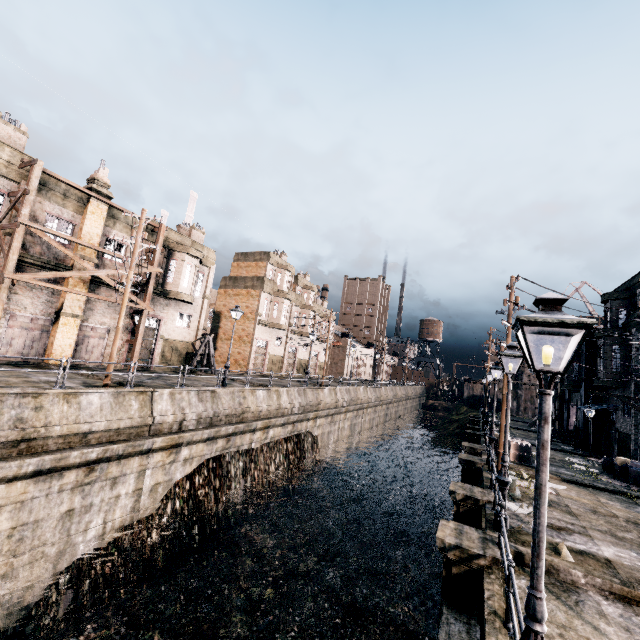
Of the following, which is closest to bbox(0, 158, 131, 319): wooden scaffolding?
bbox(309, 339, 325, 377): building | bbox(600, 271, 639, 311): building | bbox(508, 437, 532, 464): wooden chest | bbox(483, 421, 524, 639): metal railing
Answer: bbox(309, 339, 325, 377): building

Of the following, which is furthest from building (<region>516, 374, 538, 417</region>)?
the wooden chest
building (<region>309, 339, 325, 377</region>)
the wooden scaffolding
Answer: the wooden scaffolding

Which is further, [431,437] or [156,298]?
[431,437]

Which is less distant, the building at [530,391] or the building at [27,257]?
the building at [27,257]

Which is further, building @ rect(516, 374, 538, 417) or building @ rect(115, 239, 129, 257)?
building @ rect(516, 374, 538, 417)

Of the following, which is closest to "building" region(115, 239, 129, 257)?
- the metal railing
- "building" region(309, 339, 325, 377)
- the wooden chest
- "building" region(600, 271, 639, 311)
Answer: "building" region(309, 339, 325, 377)

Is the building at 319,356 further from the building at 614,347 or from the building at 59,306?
the building at 614,347

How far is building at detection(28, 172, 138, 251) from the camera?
20.28m
